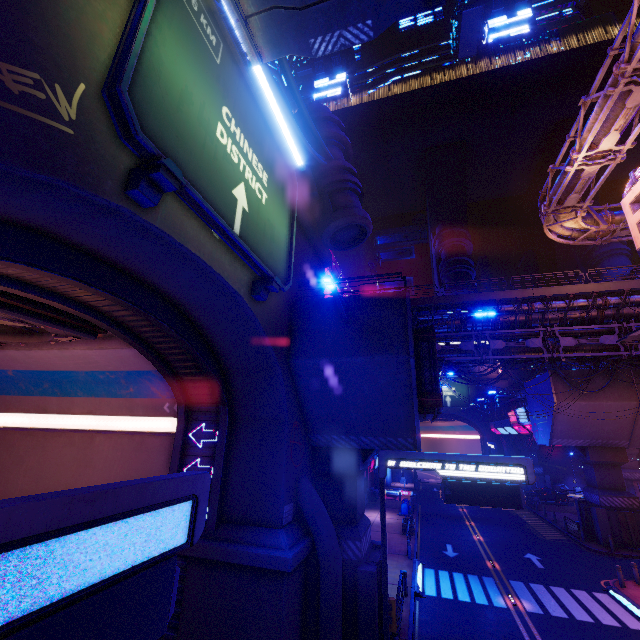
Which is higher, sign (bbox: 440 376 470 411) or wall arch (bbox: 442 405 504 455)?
sign (bbox: 440 376 470 411)

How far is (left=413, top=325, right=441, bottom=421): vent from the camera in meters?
13.8

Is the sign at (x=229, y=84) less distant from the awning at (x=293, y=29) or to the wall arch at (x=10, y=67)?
the wall arch at (x=10, y=67)

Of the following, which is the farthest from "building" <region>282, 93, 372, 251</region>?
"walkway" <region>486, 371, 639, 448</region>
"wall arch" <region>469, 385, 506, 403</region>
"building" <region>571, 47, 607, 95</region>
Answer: "wall arch" <region>469, 385, 506, 403</region>

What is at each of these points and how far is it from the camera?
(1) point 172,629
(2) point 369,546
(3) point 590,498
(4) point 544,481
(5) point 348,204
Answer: (1) tunnel, 11.5 meters
(2) pillar, 15.4 meters
(3) pillar, 28.1 meters
(4) pillar, 48.7 meters
(5) building, 15.3 meters

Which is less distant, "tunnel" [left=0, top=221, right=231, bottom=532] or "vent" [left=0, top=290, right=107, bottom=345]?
"tunnel" [left=0, top=221, right=231, bottom=532]

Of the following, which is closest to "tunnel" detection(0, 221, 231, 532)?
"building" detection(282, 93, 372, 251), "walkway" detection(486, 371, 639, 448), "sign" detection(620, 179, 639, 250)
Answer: "building" detection(282, 93, 372, 251)

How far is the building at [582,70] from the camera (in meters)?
59.16
